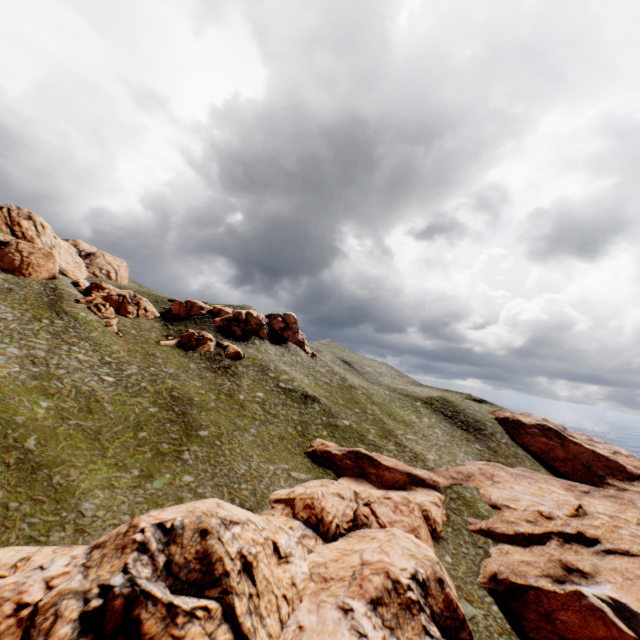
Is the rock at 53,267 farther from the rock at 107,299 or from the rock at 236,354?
the rock at 236,354

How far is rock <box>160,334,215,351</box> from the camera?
57.81m

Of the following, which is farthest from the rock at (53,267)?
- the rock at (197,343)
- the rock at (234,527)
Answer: the rock at (234,527)

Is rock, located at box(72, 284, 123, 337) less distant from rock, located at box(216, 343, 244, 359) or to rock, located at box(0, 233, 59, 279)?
rock, located at box(216, 343, 244, 359)

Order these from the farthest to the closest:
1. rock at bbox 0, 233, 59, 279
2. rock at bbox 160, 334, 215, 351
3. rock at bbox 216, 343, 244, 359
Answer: rock at bbox 160, 334, 215, 351, rock at bbox 216, 343, 244, 359, rock at bbox 0, 233, 59, 279

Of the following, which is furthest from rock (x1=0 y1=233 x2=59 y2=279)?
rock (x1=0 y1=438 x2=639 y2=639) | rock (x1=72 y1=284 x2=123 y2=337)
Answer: rock (x1=0 y1=438 x2=639 y2=639)

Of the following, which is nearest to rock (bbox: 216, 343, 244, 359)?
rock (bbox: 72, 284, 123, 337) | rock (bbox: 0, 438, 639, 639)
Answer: rock (bbox: 72, 284, 123, 337)

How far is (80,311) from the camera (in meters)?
50.69
